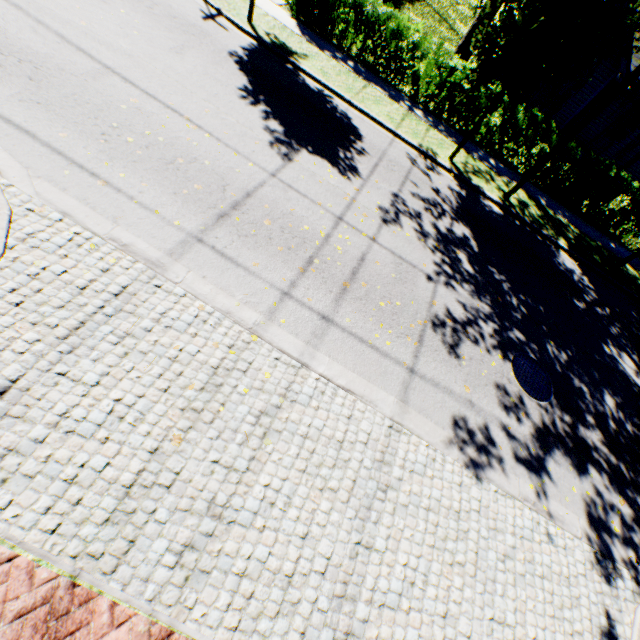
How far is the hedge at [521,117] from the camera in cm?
1157

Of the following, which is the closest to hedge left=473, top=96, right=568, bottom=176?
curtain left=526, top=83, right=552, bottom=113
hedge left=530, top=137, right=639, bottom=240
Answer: hedge left=530, top=137, right=639, bottom=240

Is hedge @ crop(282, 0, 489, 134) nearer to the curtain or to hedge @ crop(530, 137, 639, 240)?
hedge @ crop(530, 137, 639, 240)

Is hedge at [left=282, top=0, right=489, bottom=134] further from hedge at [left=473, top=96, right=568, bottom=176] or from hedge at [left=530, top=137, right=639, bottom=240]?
hedge at [left=530, top=137, right=639, bottom=240]

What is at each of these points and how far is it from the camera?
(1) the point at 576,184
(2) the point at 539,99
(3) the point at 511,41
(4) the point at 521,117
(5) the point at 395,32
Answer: (1) hedge, 12.2m
(2) curtain, 18.1m
(3) tree, 7.7m
(4) hedge, 11.6m
(5) hedge, 12.1m

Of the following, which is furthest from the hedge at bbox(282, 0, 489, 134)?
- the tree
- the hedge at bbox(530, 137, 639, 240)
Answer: the hedge at bbox(530, 137, 639, 240)

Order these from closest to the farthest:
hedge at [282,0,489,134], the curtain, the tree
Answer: the tree < hedge at [282,0,489,134] < the curtain

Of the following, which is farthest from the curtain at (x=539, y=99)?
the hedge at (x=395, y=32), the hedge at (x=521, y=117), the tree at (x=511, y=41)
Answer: the hedge at (x=395, y=32)
